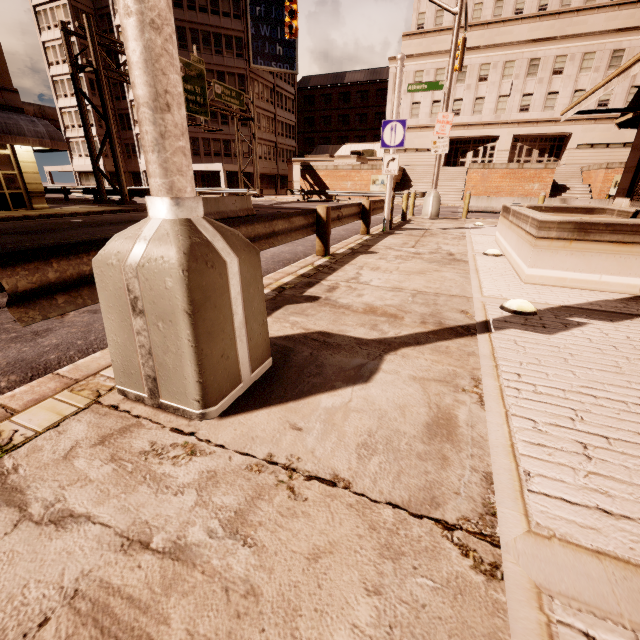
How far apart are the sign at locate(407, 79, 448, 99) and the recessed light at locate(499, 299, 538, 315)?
13.25m

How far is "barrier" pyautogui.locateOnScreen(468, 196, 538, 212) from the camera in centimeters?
2047cm

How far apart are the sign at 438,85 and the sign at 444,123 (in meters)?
0.84

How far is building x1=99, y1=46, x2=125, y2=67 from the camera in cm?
3959

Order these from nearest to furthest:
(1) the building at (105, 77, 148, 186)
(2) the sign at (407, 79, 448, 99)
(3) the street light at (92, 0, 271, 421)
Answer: (3) the street light at (92, 0, 271, 421)
(2) the sign at (407, 79, 448, 99)
(1) the building at (105, 77, 148, 186)

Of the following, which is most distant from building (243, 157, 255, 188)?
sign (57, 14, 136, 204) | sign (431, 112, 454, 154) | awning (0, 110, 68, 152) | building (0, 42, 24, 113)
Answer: sign (431, 112, 454, 154)

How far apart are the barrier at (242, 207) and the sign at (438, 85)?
8.6m

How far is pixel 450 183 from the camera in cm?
3309
